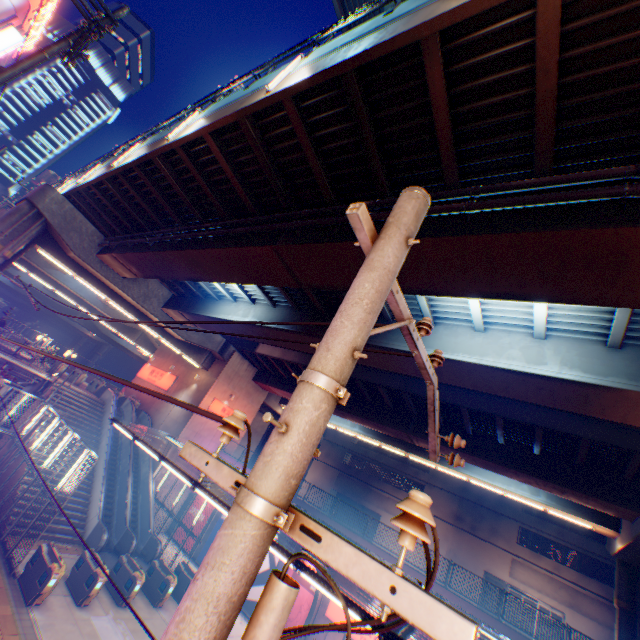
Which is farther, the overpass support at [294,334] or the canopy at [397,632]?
the overpass support at [294,334]

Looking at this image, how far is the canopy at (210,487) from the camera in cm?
1007

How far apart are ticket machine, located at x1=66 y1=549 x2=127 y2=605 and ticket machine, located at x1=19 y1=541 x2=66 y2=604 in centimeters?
143cm

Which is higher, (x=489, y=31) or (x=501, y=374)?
(x=489, y=31)

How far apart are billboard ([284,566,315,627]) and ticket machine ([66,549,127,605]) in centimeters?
1020cm

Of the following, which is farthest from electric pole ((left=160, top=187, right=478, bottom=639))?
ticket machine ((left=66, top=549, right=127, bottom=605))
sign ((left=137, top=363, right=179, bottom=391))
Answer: sign ((left=137, top=363, right=179, bottom=391))

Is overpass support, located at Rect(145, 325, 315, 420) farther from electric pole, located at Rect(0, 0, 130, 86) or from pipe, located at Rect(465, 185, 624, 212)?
electric pole, located at Rect(0, 0, 130, 86)

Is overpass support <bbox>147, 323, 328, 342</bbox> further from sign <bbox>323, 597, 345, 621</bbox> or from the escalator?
sign <bbox>323, 597, 345, 621</bbox>
